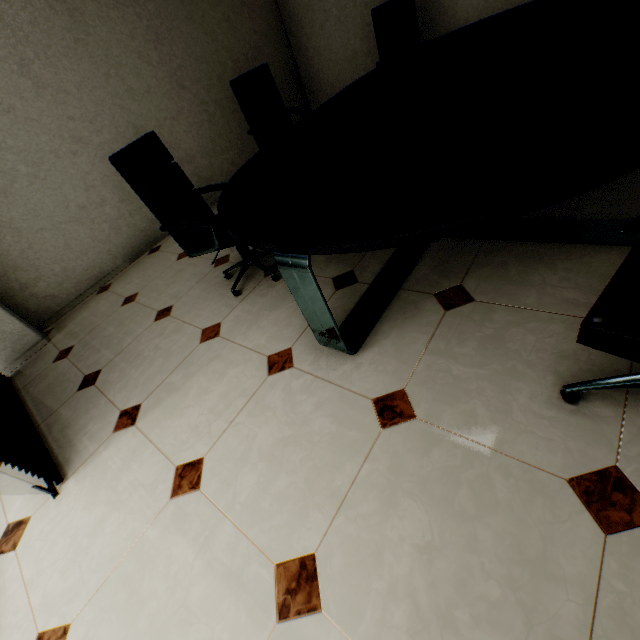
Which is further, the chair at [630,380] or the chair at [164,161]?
the chair at [164,161]

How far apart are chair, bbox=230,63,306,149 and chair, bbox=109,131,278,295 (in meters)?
1.16

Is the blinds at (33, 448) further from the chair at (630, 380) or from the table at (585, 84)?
the chair at (630, 380)

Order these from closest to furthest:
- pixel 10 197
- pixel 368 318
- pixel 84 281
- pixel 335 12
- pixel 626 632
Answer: pixel 626 632 < pixel 368 318 < pixel 10 197 < pixel 84 281 < pixel 335 12

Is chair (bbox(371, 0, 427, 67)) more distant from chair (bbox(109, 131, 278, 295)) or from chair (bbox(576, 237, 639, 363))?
chair (bbox(576, 237, 639, 363))

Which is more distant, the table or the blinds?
the blinds

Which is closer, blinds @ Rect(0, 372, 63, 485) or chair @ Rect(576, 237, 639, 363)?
chair @ Rect(576, 237, 639, 363)

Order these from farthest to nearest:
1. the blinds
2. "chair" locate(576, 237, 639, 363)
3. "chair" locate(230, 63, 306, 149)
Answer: "chair" locate(230, 63, 306, 149), the blinds, "chair" locate(576, 237, 639, 363)
